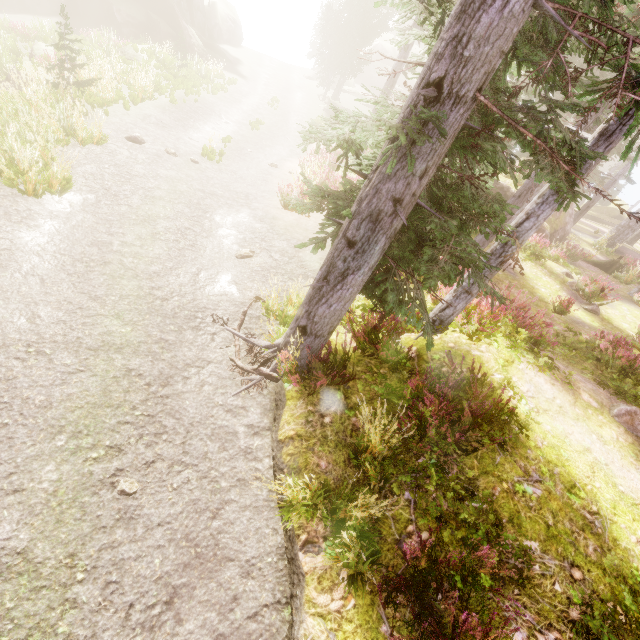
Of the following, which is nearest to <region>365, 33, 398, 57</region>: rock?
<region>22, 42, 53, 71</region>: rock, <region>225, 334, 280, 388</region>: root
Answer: <region>22, 42, 53, 71</region>: rock

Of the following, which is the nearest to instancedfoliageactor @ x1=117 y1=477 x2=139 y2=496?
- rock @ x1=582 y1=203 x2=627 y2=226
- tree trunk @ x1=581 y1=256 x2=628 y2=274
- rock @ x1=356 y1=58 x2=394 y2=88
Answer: rock @ x1=582 y1=203 x2=627 y2=226

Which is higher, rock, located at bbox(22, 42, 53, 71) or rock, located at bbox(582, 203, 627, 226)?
rock, located at bbox(582, 203, 627, 226)

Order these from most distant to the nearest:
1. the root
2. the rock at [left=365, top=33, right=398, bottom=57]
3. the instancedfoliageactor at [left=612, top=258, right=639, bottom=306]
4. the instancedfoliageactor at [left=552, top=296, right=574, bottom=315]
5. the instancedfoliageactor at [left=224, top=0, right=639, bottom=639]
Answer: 1. the rock at [left=365, top=33, right=398, bottom=57]
2. the instancedfoliageactor at [left=612, top=258, right=639, bottom=306]
3. the instancedfoliageactor at [left=552, top=296, right=574, bottom=315]
4. the root
5. the instancedfoliageactor at [left=224, top=0, right=639, bottom=639]

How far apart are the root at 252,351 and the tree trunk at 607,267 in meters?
21.4

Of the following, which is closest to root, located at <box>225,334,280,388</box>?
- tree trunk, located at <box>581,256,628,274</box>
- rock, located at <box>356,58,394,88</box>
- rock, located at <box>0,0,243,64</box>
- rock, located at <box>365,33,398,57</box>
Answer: tree trunk, located at <box>581,256,628,274</box>

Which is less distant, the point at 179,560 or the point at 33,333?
the point at 179,560

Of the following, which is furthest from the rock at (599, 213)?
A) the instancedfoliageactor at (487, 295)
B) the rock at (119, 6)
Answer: the rock at (119, 6)
